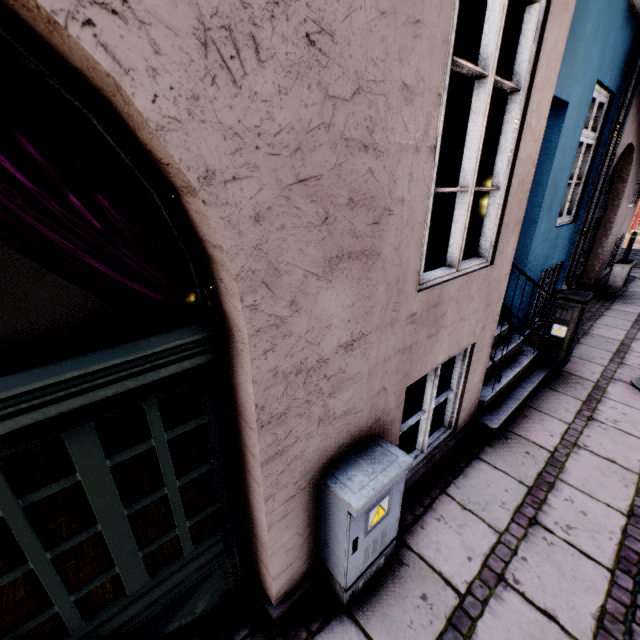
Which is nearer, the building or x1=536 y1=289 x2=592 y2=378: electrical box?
the building

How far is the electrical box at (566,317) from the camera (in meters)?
4.31

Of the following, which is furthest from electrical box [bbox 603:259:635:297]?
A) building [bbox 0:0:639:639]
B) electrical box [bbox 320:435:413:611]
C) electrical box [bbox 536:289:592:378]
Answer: electrical box [bbox 320:435:413:611]

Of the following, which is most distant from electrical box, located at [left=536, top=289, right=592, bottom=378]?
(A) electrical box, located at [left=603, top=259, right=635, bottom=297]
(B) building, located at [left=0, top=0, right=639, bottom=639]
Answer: (A) electrical box, located at [left=603, top=259, right=635, bottom=297]

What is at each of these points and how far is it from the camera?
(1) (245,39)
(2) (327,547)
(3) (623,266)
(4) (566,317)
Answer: (1) building, 0.9 meters
(2) electrical box, 2.1 meters
(3) electrical box, 7.8 meters
(4) electrical box, 4.4 meters

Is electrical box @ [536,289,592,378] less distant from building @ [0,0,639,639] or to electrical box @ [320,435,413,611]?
building @ [0,0,639,639]

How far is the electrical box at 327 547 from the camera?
1.8m
